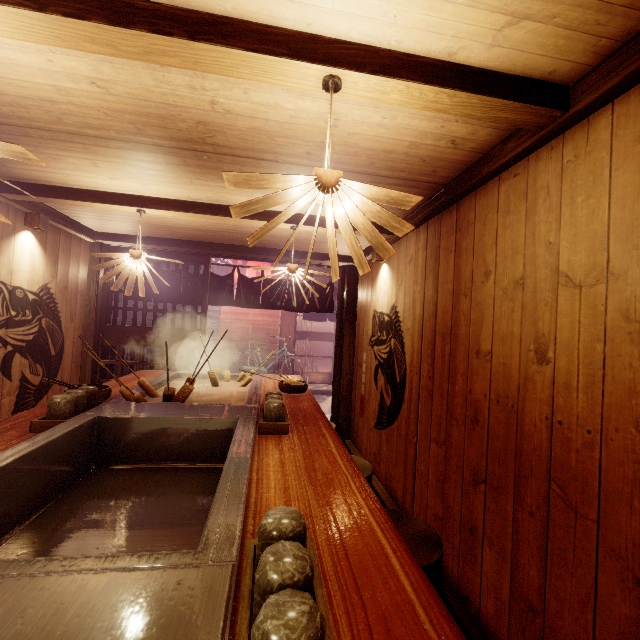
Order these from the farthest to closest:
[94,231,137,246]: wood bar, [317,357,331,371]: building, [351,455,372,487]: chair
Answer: [317,357,331,371]: building → [94,231,137,246]: wood bar → [351,455,372,487]: chair

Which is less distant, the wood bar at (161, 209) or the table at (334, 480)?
the table at (334, 480)

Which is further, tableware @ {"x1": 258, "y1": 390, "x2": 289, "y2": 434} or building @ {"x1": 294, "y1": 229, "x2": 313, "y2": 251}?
building @ {"x1": 294, "y1": 229, "x2": 313, "y2": 251}

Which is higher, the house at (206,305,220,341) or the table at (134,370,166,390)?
the house at (206,305,220,341)

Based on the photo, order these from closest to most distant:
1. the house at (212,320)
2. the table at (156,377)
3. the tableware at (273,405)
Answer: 1. the tableware at (273,405)
2. the table at (156,377)
3. the house at (212,320)

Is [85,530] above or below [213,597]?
below

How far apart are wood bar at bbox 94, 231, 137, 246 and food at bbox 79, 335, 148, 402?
4.90m

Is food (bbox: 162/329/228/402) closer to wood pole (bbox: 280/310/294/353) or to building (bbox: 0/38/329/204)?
building (bbox: 0/38/329/204)
